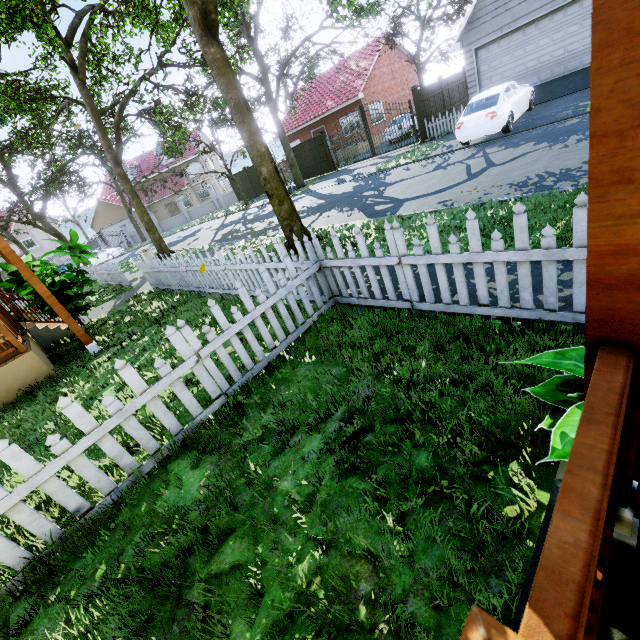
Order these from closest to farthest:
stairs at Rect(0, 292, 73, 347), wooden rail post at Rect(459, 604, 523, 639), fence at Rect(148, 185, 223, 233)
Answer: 1. wooden rail post at Rect(459, 604, 523, 639)
2. stairs at Rect(0, 292, 73, 347)
3. fence at Rect(148, 185, 223, 233)

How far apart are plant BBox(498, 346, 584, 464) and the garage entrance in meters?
16.3 m

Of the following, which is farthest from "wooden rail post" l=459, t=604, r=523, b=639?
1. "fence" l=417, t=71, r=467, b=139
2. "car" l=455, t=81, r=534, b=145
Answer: "fence" l=417, t=71, r=467, b=139

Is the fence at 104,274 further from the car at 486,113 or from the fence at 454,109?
the car at 486,113

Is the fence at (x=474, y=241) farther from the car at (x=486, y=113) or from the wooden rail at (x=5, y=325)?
the car at (x=486, y=113)

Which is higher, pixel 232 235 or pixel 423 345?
pixel 423 345

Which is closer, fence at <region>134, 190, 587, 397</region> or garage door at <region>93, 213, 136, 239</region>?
fence at <region>134, 190, 587, 397</region>

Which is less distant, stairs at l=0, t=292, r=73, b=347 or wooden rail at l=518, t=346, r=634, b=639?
wooden rail at l=518, t=346, r=634, b=639
